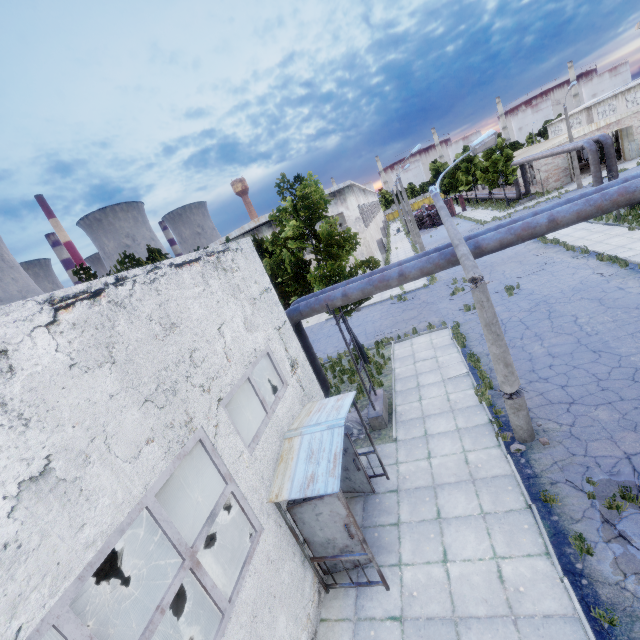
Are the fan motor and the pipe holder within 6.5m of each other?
no

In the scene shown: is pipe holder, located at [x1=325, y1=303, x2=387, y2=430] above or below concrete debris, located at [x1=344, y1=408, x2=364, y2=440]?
above

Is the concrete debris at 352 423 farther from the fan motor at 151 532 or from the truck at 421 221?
the truck at 421 221

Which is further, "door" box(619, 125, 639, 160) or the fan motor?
"door" box(619, 125, 639, 160)

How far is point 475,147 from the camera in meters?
10.5 m

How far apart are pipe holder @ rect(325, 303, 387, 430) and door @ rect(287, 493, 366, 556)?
4.6m

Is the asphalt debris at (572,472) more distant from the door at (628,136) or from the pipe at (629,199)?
the door at (628,136)

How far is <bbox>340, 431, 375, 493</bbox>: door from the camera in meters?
8.8
